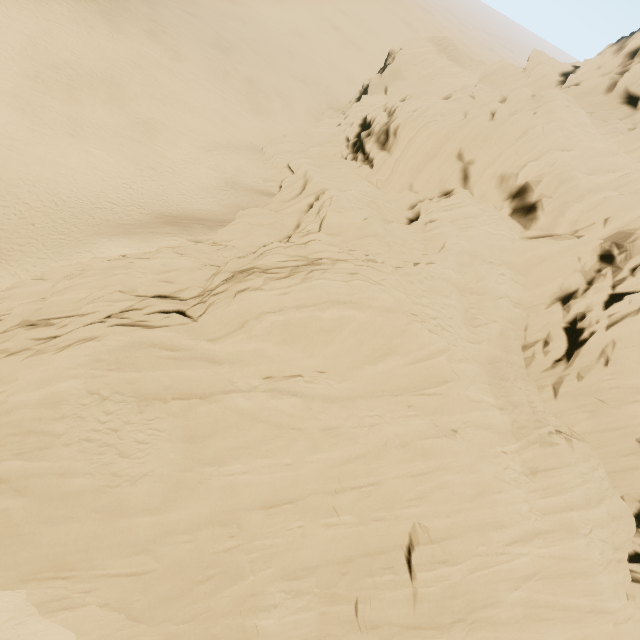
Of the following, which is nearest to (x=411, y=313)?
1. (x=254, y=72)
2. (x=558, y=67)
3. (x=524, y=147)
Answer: (x=524, y=147)
